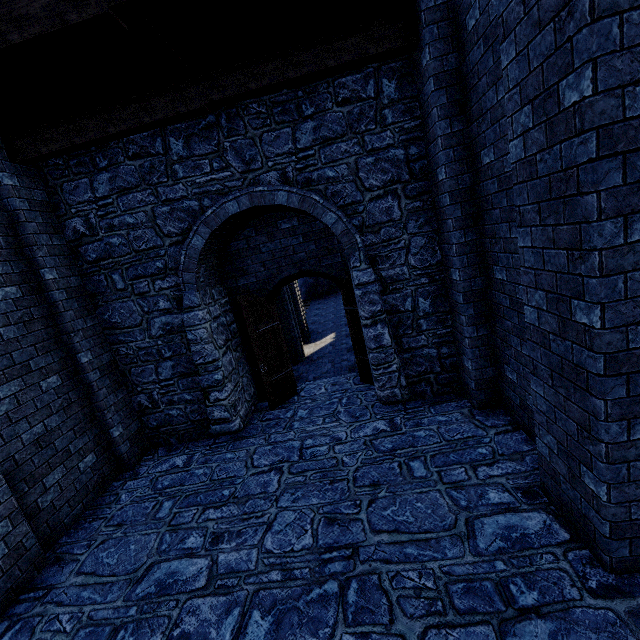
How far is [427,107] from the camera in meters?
4.6
